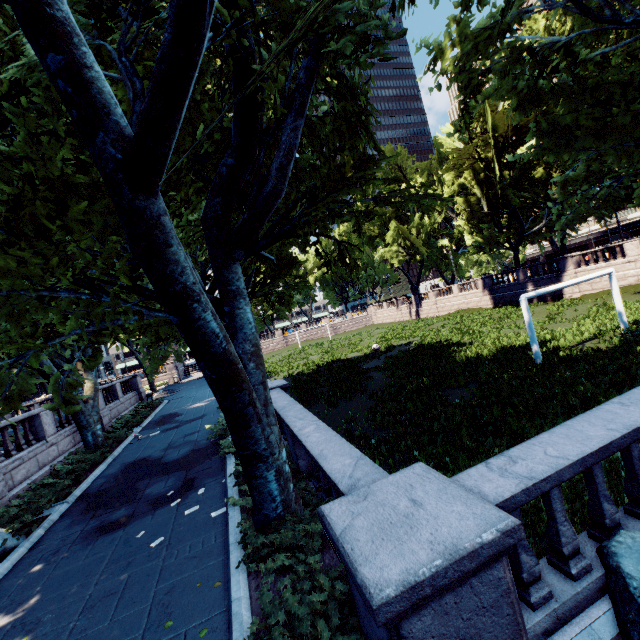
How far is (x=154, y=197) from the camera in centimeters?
427cm

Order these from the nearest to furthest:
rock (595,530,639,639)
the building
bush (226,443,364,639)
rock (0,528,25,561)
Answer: rock (595,530,639,639), bush (226,443,364,639), rock (0,528,25,561), the building

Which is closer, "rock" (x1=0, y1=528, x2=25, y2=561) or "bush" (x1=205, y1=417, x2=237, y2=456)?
"rock" (x1=0, y1=528, x2=25, y2=561)

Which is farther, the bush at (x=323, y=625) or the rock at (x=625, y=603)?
the bush at (x=323, y=625)

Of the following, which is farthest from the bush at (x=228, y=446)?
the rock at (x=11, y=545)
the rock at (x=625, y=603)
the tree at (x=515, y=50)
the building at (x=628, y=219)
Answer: the building at (x=628, y=219)

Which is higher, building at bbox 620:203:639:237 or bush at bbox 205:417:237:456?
building at bbox 620:203:639:237

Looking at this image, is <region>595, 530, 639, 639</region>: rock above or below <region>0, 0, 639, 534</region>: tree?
below

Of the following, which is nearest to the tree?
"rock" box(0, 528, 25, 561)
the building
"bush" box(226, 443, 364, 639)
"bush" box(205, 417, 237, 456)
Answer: "bush" box(226, 443, 364, 639)
